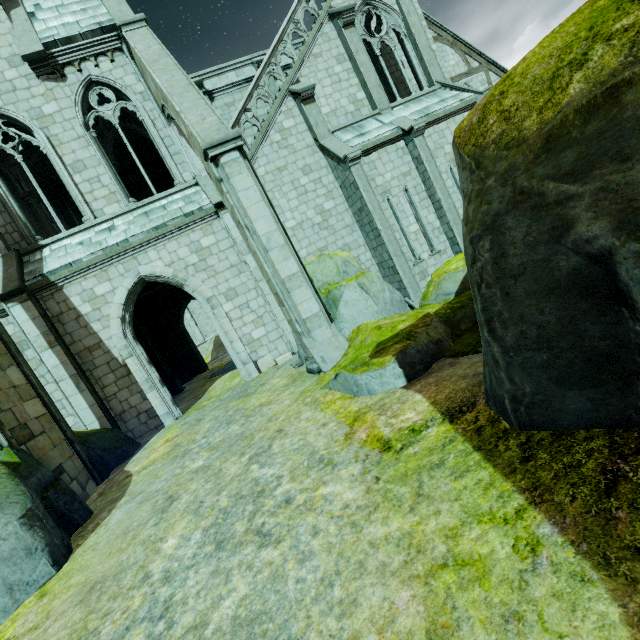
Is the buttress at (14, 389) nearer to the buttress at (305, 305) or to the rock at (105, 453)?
the rock at (105, 453)

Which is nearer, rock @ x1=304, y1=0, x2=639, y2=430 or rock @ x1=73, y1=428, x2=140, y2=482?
rock @ x1=304, y1=0, x2=639, y2=430

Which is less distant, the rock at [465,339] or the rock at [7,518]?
the rock at [465,339]

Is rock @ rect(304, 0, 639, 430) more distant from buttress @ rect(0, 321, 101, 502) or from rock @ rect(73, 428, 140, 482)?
buttress @ rect(0, 321, 101, 502)

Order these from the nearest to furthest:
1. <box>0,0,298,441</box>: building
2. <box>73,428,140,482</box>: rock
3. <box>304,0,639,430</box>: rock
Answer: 1. <box>304,0,639,430</box>: rock
2. <box>73,428,140,482</box>: rock
3. <box>0,0,298,441</box>: building

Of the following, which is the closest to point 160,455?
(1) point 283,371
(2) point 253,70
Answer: (1) point 283,371

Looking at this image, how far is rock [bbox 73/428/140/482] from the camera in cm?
834
